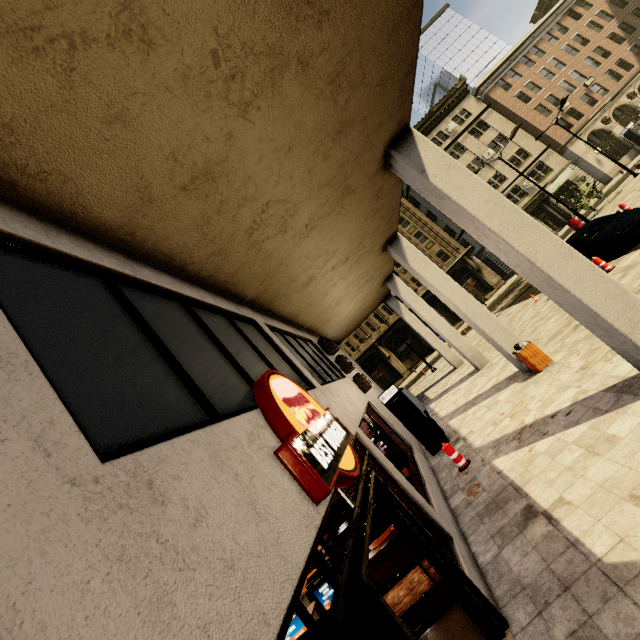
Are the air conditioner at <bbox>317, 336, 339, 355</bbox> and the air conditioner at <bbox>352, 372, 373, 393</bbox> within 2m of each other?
yes

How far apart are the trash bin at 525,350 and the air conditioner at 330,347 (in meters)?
5.50

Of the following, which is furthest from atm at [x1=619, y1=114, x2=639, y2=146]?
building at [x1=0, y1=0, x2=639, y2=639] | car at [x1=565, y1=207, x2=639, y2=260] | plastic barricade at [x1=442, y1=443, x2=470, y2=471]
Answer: plastic barricade at [x1=442, y1=443, x2=470, y2=471]

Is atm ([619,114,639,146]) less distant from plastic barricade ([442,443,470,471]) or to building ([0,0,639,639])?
building ([0,0,639,639])

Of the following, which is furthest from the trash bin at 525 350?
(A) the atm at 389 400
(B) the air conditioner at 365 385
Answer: (B) the air conditioner at 365 385

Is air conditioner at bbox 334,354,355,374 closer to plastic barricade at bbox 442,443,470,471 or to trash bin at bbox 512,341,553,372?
plastic barricade at bbox 442,443,470,471

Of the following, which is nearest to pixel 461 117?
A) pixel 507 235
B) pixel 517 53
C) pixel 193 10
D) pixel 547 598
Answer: pixel 517 53

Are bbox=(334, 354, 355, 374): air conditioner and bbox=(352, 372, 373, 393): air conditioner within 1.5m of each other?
yes
